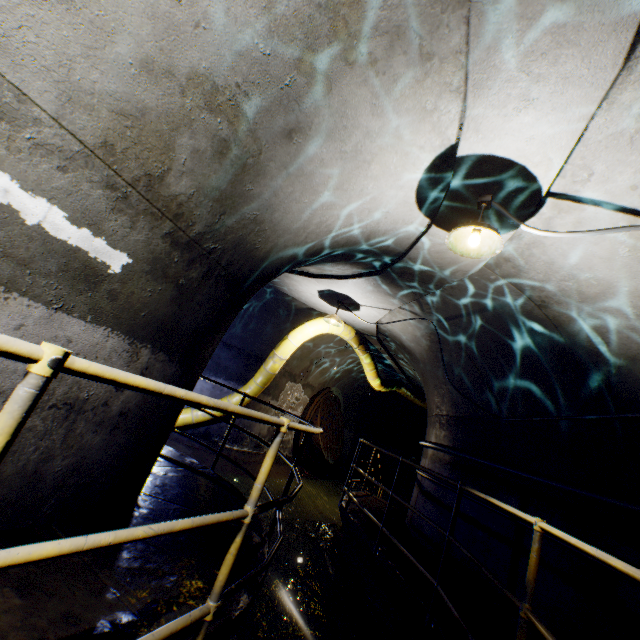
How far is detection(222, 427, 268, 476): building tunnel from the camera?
8.7m

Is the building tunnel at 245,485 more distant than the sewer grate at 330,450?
No

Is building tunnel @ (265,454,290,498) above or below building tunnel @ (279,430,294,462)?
below

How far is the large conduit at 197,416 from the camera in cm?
782

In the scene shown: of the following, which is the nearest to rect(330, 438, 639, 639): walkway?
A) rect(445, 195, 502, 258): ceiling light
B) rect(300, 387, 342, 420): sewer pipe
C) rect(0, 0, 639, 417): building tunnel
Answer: rect(0, 0, 639, 417): building tunnel

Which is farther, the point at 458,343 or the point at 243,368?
the point at 243,368

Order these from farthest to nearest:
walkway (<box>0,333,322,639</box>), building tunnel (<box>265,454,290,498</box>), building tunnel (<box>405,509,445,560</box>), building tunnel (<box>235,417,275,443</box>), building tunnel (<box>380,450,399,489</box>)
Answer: building tunnel (<box>380,450,399,489</box>) < building tunnel (<box>235,417,275,443</box>) < building tunnel (<box>265,454,290,498</box>) < building tunnel (<box>405,509,445,560</box>) < walkway (<box>0,333,322,639</box>)

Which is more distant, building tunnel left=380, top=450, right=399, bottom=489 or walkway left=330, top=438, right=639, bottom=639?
building tunnel left=380, top=450, right=399, bottom=489
